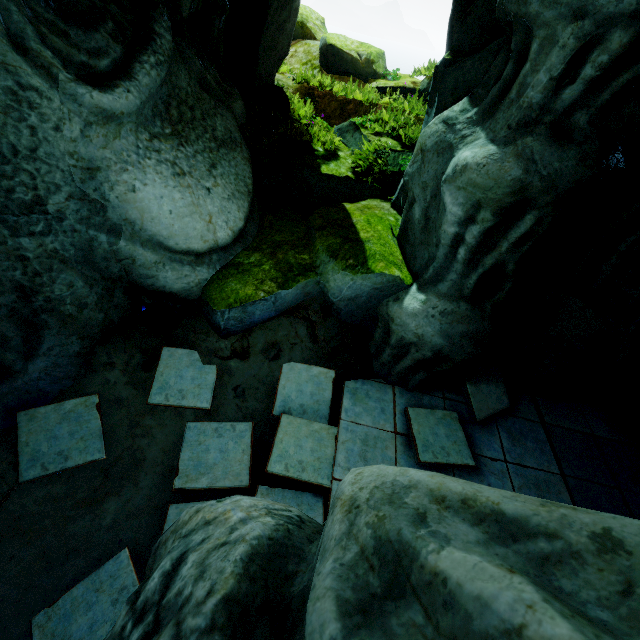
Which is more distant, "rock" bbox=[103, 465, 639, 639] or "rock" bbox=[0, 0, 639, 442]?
"rock" bbox=[0, 0, 639, 442]

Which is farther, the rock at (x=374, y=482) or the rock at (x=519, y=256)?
the rock at (x=519, y=256)

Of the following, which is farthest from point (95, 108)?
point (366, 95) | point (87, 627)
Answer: point (366, 95)
